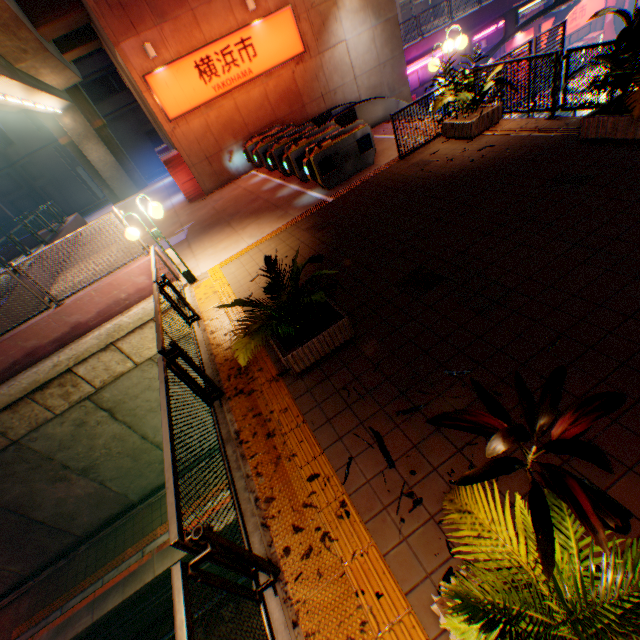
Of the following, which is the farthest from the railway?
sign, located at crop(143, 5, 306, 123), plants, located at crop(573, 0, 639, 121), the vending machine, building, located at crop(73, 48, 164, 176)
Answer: building, located at crop(73, 48, 164, 176)

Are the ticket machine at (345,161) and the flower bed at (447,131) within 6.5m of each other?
yes

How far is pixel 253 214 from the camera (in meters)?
10.59

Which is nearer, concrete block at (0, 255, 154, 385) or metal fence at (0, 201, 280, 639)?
metal fence at (0, 201, 280, 639)

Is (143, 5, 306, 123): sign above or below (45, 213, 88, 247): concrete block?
above

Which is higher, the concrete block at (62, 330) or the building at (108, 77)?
the building at (108, 77)

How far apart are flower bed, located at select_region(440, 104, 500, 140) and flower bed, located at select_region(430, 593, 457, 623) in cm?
868

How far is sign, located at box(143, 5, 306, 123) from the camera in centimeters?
1266cm
